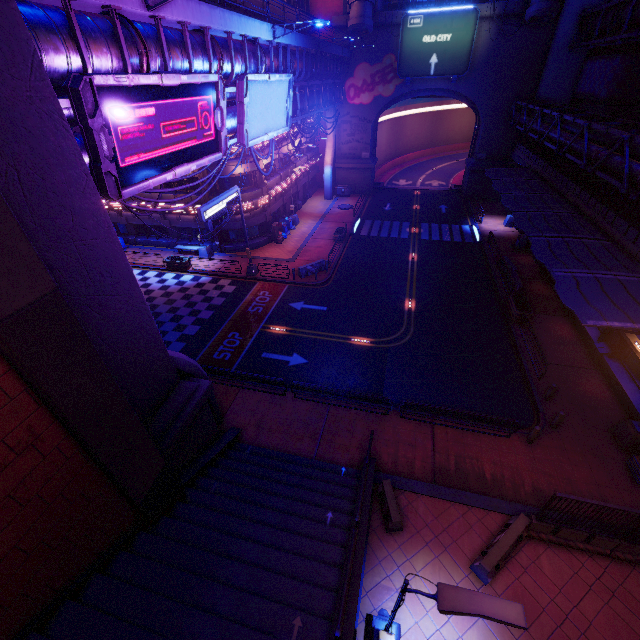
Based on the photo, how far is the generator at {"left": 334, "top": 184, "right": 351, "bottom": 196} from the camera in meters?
43.9

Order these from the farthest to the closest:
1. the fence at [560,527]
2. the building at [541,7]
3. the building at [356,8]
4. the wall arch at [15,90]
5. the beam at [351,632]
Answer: the building at [356,8], the building at [541,7], the fence at [560,527], the beam at [351,632], the wall arch at [15,90]

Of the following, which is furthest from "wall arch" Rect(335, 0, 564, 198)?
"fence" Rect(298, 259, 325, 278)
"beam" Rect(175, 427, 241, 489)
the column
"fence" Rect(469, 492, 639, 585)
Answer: the column

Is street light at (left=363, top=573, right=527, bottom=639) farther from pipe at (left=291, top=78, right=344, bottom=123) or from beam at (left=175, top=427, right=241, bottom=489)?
pipe at (left=291, top=78, right=344, bottom=123)

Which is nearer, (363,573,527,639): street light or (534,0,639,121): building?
(363,573,527,639): street light

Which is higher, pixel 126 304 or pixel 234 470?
pixel 126 304

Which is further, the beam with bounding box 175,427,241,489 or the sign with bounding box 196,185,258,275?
the sign with bounding box 196,185,258,275

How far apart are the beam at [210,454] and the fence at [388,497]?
6.6 meters
